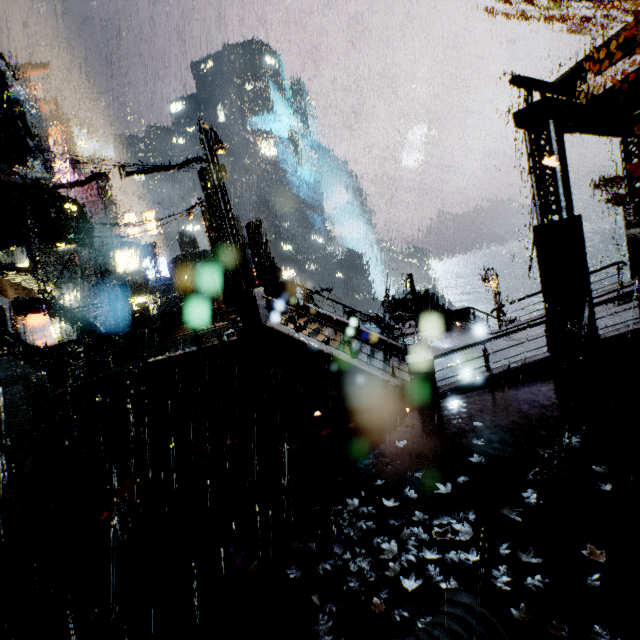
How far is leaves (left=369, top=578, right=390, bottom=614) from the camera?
4.5 meters

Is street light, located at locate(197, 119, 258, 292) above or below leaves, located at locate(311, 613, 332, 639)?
above

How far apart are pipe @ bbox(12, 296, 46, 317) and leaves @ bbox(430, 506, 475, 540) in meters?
18.4

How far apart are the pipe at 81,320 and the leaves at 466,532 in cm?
1842

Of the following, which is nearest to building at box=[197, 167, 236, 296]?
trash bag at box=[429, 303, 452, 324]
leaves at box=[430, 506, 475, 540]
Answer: trash bag at box=[429, 303, 452, 324]

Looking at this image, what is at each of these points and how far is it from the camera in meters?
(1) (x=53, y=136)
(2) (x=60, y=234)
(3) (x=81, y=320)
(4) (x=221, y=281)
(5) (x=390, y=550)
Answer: (1) building, 58.2
(2) scaffolding, 15.7
(3) pipe, 17.8
(4) street light, 22.1
(5) leaves, 5.4

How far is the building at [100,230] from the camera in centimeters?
3594cm

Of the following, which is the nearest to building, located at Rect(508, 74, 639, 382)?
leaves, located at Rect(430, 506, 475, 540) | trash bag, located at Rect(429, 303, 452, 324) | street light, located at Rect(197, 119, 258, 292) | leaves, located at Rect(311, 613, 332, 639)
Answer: trash bag, located at Rect(429, 303, 452, 324)
